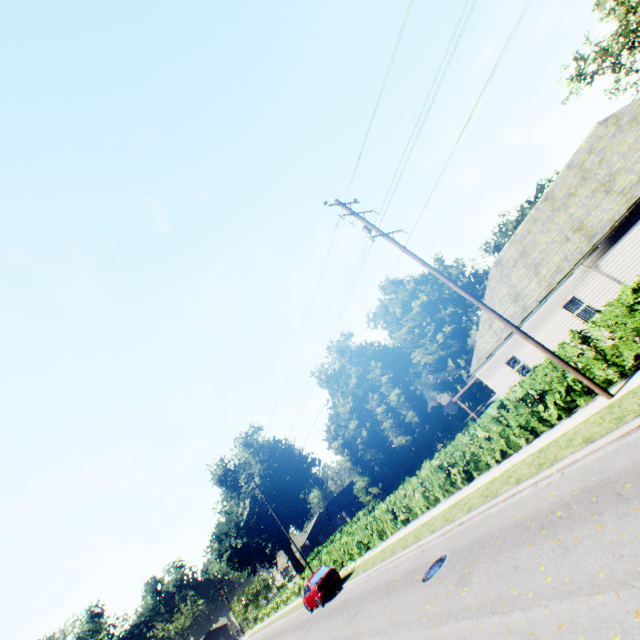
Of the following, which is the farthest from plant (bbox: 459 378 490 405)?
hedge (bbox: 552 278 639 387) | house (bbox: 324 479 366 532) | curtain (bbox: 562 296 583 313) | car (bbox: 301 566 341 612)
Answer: curtain (bbox: 562 296 583 313)

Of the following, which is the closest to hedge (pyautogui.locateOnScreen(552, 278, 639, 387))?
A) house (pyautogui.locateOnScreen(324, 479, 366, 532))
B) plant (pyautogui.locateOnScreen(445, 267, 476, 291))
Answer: plant (pyautogui.locateOnScreen(445, 267, 476, 291))

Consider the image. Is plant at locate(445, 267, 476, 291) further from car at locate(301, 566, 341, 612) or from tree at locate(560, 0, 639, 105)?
car at locate(301, 566, 341, 612)

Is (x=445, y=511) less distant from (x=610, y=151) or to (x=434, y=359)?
(x=610, y=151)

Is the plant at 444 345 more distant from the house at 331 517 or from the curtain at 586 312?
the curtain at 586 312

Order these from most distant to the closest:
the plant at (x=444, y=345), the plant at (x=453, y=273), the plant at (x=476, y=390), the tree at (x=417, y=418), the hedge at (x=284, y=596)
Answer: the plant at (x=453, y=273)
the plant at (x=444, y=345)
the plant at (x=476, y=390)
the tree at (x=417, y=418)
the hedge at (x=284, y=596)

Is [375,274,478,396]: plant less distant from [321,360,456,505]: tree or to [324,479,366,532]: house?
[321,360,456,505]: tree

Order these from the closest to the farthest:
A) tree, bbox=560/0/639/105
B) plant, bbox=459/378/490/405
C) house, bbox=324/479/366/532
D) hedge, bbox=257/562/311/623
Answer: tree, bbox=560/0/639/105, hedge, bbox=257/562/311/623, plant, bbox=459/378/490/405, house, bbox=324/479/366/532
